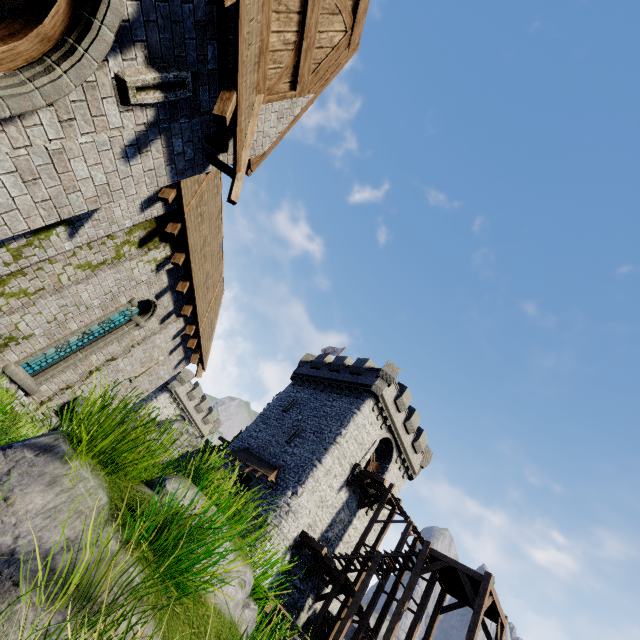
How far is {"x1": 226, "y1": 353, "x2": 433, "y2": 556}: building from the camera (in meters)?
21.75

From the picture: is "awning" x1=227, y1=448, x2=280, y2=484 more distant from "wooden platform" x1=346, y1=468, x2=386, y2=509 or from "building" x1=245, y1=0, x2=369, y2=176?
"building" x1=245, y1=0, x2=369, y2=176

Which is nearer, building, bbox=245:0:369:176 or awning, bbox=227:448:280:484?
building, bbox=245:0:369:176

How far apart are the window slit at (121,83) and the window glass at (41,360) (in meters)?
7.74

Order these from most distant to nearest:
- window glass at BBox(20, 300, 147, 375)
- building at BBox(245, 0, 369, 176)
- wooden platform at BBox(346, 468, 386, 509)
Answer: wooden platform at BBox(346, 468, 386, 509) < window glass at BBox(20, 300, 147, 375) < building at BBox(245, 0, 369, 176)

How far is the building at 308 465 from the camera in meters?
21.8 m

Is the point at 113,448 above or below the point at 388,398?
below

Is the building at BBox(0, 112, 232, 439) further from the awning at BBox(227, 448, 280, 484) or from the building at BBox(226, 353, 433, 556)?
the building at BBox(226, 353, 433, 556)
